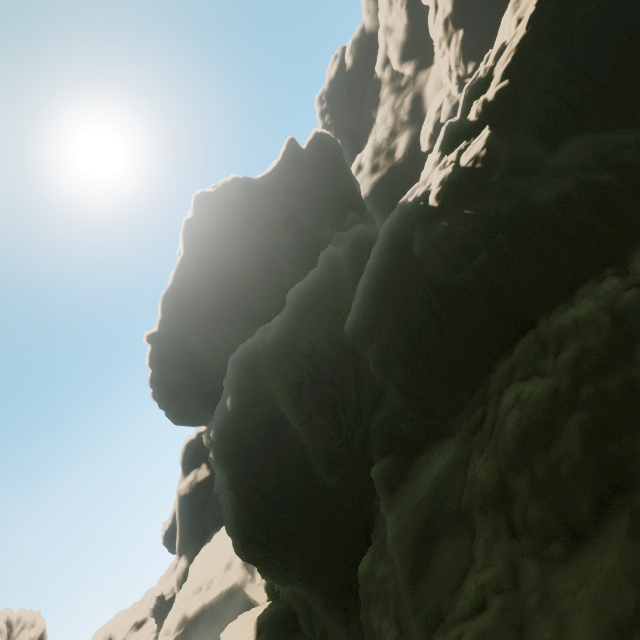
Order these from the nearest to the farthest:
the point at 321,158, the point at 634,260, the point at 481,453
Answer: the point at 634,260, the point at 481,453, the point at 321,158
